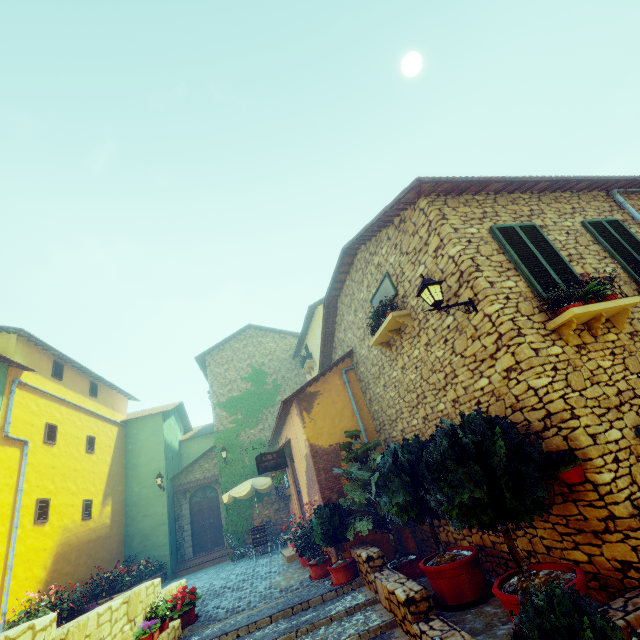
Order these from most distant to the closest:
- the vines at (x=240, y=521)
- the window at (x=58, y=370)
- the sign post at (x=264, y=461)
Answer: the vines at (x=240, y=521), the window at (x=58, y=370), the sign post at (x=264, y=461)

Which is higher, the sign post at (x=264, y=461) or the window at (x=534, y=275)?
the window at (x=534, y=275)

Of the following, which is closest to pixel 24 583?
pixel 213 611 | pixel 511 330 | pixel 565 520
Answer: pixel 213 611

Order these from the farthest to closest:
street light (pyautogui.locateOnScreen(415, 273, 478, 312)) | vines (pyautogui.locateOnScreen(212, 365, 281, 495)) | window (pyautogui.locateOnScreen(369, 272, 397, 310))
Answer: vines (pyautogui.locateOnScreen(212, 365, 281, 495))
window (pyautogui.locateOnScreen(369, 272, 397, 310))
street light (pyautogui.locateOnScreen(415, 273, 478, 312))

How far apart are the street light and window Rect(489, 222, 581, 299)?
0.94m

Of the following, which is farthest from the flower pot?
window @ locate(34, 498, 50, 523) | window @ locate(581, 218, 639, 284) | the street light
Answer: window @ locate(34, 498, 50, 523)

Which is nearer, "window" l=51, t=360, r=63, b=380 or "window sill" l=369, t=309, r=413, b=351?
"window sill" l=369, t=309, r=413, b=351

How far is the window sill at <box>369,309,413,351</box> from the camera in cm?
711
